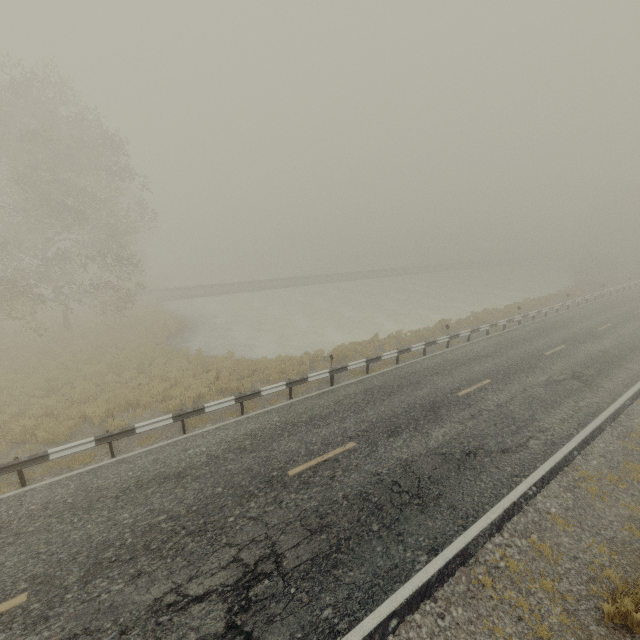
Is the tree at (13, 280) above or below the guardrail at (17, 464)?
above

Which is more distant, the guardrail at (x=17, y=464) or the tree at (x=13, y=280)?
the tree at (x=13, y=280)

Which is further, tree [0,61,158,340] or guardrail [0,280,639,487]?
tree [0,61,158,340]

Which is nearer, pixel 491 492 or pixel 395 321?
pixel 491 492

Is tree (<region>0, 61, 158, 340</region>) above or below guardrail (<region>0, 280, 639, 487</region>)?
above
